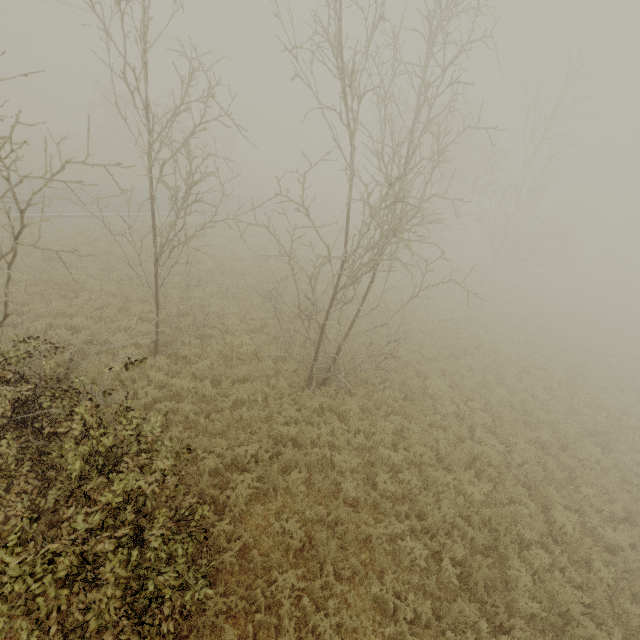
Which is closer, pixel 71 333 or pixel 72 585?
pixel 72 585
